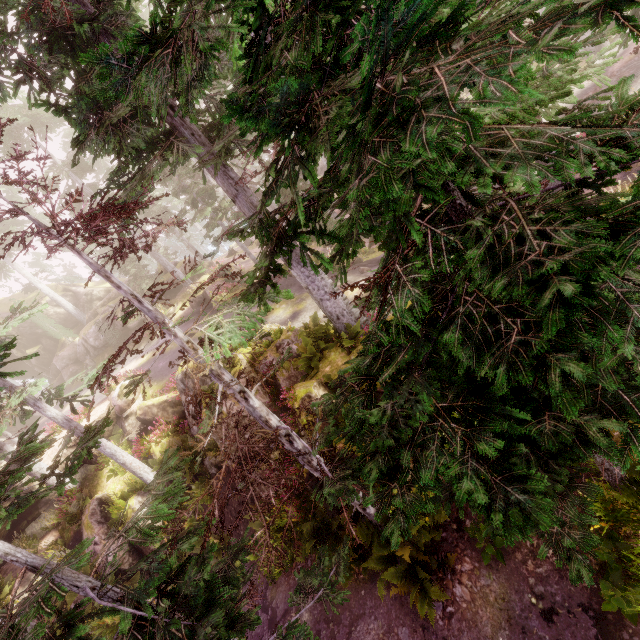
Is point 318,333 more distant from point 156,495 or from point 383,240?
point 383,240

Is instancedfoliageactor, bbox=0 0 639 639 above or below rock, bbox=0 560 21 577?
above

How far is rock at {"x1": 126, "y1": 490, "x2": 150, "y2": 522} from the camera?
16.5m

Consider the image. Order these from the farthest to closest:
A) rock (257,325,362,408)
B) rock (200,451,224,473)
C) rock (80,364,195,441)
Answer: rock (80,364,195,441) → rock (200,451,224,473) → rock (257,325,362,408)

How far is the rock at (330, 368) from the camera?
10.31m

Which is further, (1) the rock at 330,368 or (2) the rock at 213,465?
(2) the rock at 213,465

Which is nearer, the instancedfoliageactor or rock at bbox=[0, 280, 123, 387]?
the instancedfoliageactor

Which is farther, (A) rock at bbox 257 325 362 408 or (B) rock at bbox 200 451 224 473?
(B) rock at bbox 200 451 224 473
